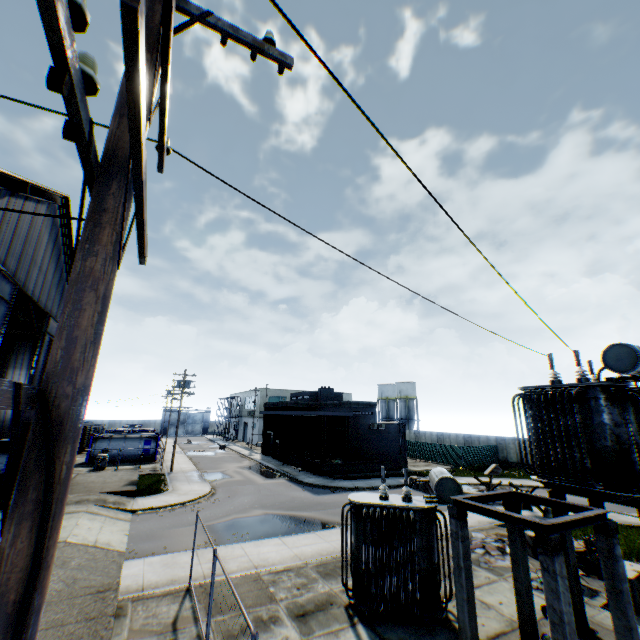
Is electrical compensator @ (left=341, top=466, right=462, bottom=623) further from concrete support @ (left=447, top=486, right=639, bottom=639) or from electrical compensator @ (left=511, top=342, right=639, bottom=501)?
electrical compensator @ (left=511, top=342, right=639, bottom=501)

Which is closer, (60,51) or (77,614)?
(60,51)

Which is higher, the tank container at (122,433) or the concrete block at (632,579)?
the tank container at (122,433)

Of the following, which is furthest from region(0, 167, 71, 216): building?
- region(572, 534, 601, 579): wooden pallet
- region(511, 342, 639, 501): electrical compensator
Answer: region(572, 534, 601, 579): wooden pallet

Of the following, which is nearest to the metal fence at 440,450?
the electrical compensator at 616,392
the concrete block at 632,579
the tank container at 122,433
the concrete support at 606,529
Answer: the concrete block at 632,579

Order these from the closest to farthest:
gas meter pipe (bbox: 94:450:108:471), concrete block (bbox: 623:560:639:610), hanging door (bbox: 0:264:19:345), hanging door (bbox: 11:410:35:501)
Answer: concrete block (bbox: 623:560:639:610) < hanging door (bbox: 0:264:19:345) < hanging door (bbox: 11:410:35:501) < gas meter pipe (bbox: 94:450:108:471)

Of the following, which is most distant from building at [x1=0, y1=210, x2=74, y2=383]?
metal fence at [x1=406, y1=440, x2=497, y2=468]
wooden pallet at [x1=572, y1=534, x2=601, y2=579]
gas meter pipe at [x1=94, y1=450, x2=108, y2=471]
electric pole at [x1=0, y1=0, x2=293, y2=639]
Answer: wooden pallet at [x1=572, y1=534, x2=601, y2=579]

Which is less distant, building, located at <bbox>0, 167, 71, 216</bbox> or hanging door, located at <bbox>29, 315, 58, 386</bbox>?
building, located at <bbox>0, 167, 71, 216</bbox>
